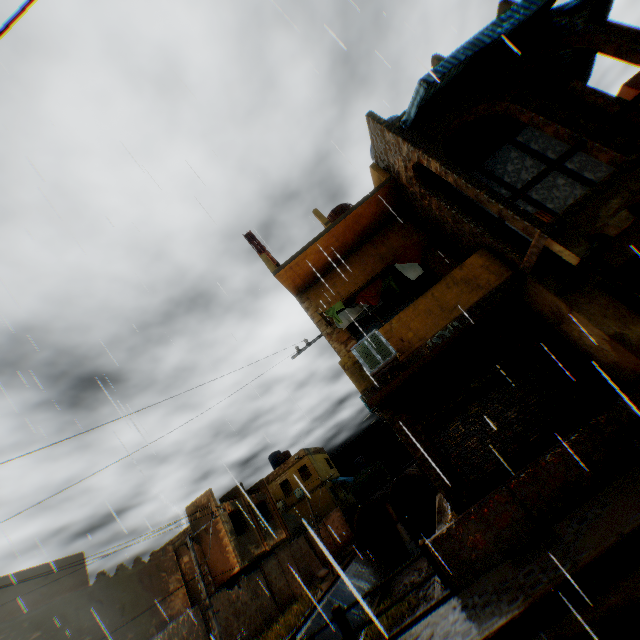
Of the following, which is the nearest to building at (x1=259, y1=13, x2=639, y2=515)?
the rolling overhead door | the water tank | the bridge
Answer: the rolling overhead door

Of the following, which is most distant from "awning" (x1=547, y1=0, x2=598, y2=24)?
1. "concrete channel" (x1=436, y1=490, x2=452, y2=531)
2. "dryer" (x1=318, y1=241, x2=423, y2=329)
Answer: "concrete channel" (x1=436, y1=490, x2=452, y2=531)

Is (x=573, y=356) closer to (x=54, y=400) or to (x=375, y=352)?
(x=375, y=352)

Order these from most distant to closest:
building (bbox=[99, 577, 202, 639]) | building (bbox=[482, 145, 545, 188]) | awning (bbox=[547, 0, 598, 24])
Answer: building (bbox=[99, 577, 202, 639])
building (bbox=[482, 145, 545, 188])
awning (bbox=[547, 0, 598, 24])

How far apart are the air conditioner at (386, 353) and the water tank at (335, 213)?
5.7m

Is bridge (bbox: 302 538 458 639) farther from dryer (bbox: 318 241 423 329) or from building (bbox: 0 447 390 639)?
dryer (bbox: 318 241 423 329)

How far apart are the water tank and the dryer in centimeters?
298cm

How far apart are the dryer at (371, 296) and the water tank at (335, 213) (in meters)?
2.98
